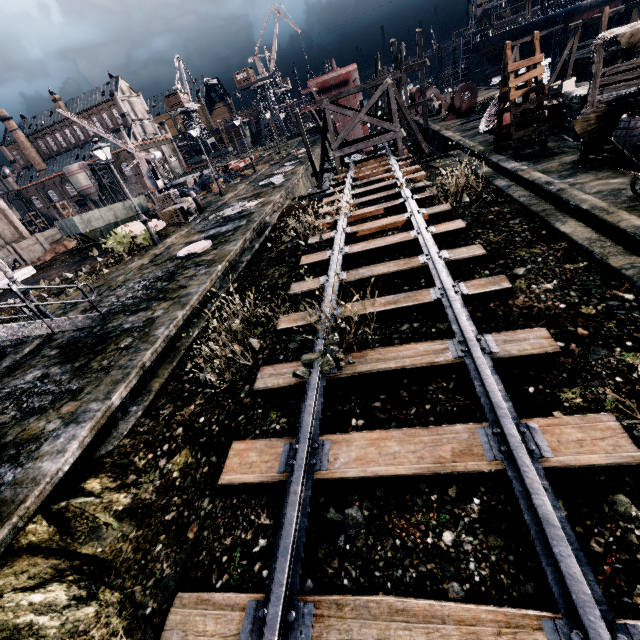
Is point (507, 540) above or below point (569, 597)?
below

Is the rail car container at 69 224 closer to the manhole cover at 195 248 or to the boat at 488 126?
the manhole cover at 195 248

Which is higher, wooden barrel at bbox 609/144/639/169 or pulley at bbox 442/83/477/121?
pulley at bbox 442/83/477/121

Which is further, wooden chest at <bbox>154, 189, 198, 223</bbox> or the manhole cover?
wooden chest at <bbox>154, 189, 198, 223</bbox>

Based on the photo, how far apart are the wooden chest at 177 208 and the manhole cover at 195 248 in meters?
8.2

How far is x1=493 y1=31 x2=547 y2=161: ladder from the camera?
12.80m

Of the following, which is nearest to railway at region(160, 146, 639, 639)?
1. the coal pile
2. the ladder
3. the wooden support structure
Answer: the wooden support structure

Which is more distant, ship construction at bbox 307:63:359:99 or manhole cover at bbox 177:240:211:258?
ship construction at bbox 307:63:359:99
